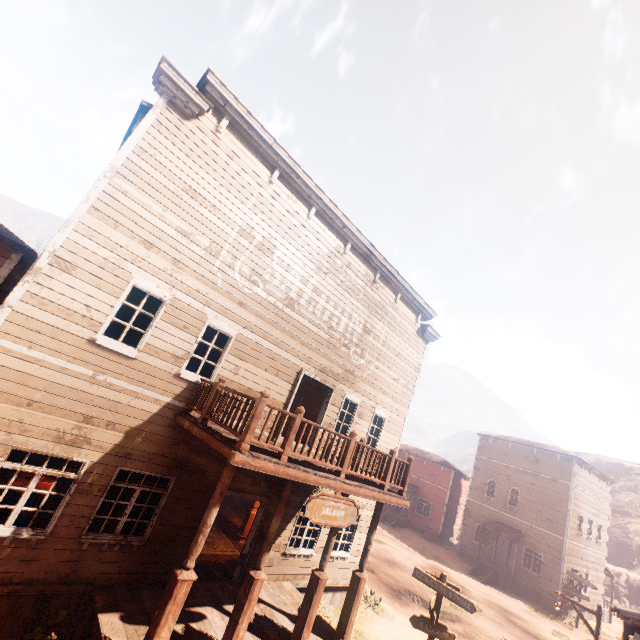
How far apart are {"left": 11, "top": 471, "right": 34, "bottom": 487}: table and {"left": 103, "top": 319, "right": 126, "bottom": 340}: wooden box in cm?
320

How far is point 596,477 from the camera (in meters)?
27.66

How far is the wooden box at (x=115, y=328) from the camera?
7.6m

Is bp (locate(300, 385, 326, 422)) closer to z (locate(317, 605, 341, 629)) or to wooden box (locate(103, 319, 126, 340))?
z (locate(317, 605, 341, 629))

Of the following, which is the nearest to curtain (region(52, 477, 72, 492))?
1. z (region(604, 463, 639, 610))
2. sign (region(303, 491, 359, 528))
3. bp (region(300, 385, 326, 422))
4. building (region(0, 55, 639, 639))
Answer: building (region(0, 55, 639, 639))

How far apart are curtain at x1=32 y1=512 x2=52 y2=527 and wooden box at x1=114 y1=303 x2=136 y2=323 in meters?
2.1 m

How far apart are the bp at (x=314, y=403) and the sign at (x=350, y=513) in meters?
4.0 m

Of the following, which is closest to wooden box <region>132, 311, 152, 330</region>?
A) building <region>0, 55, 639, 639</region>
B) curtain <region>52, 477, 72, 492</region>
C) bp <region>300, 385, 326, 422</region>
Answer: building <region>0, 55, 639, 639</region>
